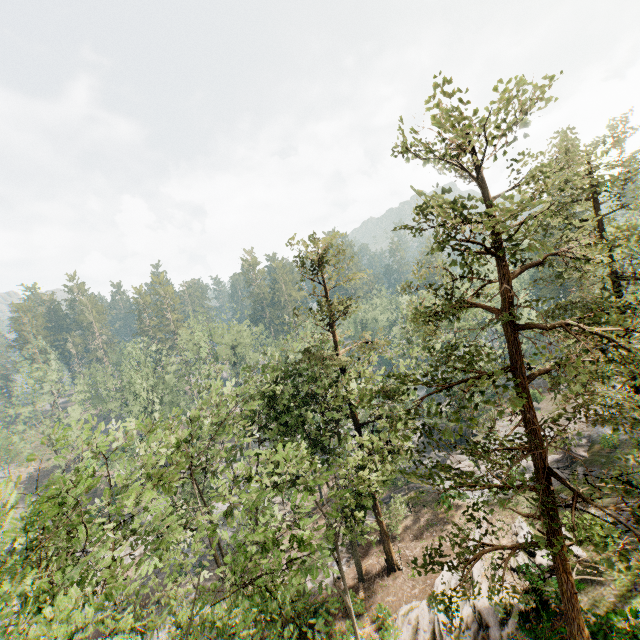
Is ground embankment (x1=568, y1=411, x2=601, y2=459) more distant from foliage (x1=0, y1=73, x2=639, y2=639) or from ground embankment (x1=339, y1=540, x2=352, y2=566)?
ground embankment (x1=339, y1=540, x2=352, y2=566)

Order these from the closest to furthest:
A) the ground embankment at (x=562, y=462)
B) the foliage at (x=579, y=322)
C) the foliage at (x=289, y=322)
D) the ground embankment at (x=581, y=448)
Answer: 1. the foliage at (x=579, y=322)
2. the foliage at (x=289, y=322)
3. the ground embankment at (x=581, y=448)
4. the ground embankment at (x=562, y=462)

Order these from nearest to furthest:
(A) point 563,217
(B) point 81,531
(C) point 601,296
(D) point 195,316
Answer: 1. (B) point 81,531
2. (A) point 563,217
3. (C) point 601,296
4. (D) point 195,316

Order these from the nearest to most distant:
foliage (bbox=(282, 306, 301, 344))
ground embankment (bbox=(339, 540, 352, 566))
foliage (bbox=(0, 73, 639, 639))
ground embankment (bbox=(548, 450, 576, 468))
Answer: foliage (bbox=(0, 73, 639, 639)) → foliage (bbox=(282, 306, 301, 344)) → ground embankment (bbox=(339, 540, 352, 566)) → ground embankment (bbox=(548, 450, 576, 468))

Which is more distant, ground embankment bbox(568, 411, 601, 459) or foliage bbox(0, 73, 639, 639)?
ground embankment bbox(568, 411, 601, 459)

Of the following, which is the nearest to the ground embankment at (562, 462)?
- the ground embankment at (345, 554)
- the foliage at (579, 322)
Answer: the foliage at (579, 322)

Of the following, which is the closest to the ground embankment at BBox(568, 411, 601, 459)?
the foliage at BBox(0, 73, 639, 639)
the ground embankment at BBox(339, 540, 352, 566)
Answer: the foliage at BBox(0, 73, 639, 639)
